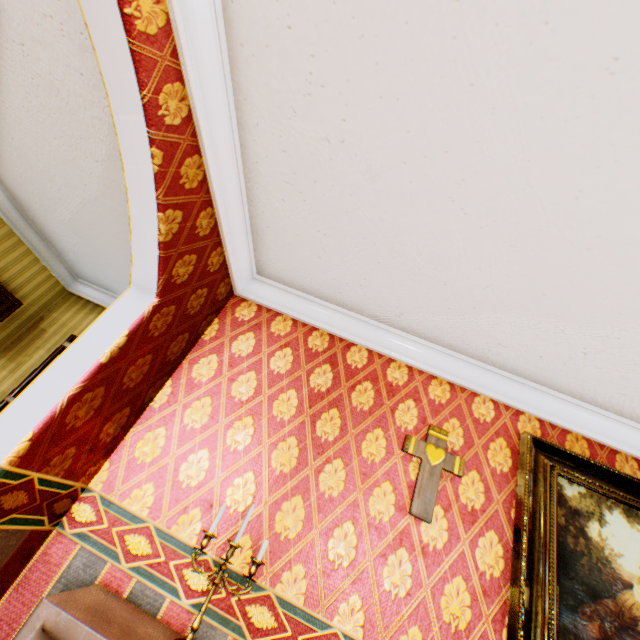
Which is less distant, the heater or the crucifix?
the heater

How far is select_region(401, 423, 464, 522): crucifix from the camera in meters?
2.1

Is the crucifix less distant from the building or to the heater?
the building

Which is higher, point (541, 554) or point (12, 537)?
point (541, 554)

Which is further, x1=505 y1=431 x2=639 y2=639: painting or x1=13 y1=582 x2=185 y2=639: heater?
Answer: x1=505 y1=431 x2=639 y2=639: painting

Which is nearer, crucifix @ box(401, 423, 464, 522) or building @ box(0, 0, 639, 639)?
building @ box(0, 0, 639, 639)

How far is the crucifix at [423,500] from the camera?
2.1m

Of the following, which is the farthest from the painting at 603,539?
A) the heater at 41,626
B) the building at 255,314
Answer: the heater at 41,626
